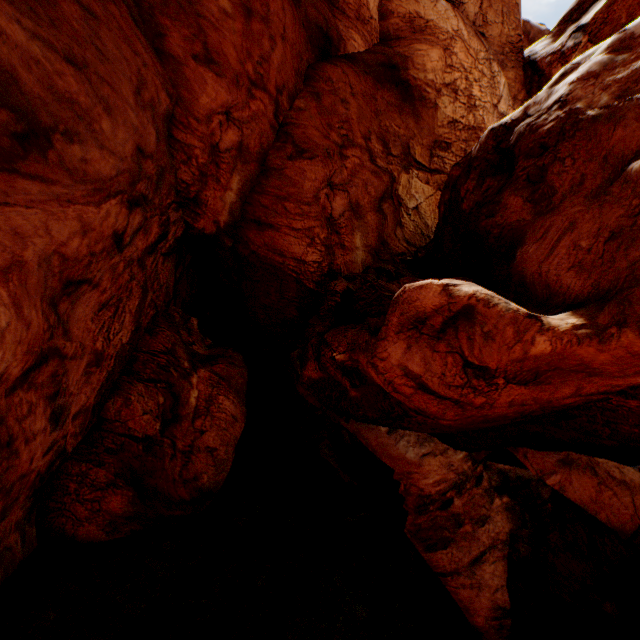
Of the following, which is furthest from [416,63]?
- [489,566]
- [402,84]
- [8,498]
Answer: [8,498]
